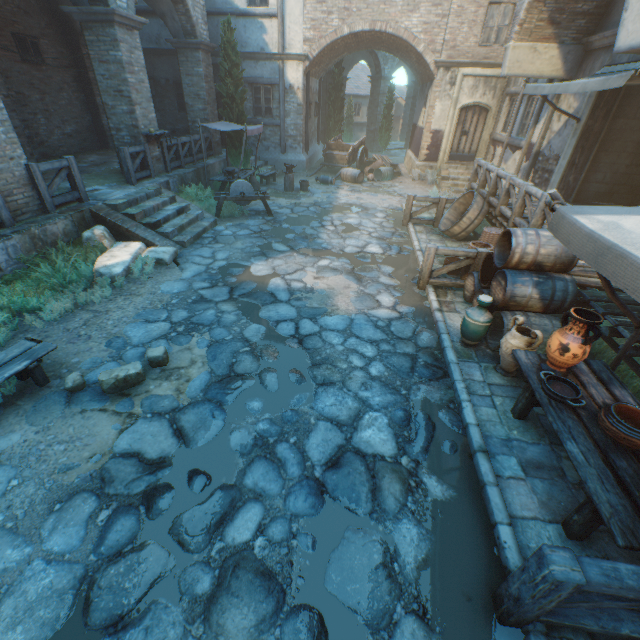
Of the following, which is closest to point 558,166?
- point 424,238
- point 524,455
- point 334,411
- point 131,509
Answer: point 424,238

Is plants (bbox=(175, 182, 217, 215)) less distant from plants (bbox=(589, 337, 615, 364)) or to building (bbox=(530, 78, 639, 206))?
building (bbox=(530, 78, 639, 206))

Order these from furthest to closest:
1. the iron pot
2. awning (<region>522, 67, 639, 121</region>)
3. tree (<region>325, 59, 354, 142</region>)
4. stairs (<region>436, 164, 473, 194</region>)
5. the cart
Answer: tree (<region>325, 59, 354, 142</region>)
the cart
stairs (<region>436, 164, 473, 194</region>)
awning (<region>522, 67, 639, 121</region>)
the iron pot

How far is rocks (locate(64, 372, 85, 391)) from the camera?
4.08m

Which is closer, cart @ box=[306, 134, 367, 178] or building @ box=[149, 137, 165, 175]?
building @ box=[149, 137, 165, 175]

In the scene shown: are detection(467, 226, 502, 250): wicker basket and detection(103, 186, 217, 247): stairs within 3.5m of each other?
no

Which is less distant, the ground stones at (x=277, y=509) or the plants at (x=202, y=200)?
the ground stones at (x=277, y=509)

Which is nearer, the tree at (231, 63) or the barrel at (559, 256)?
the barrel at (559, 256)
